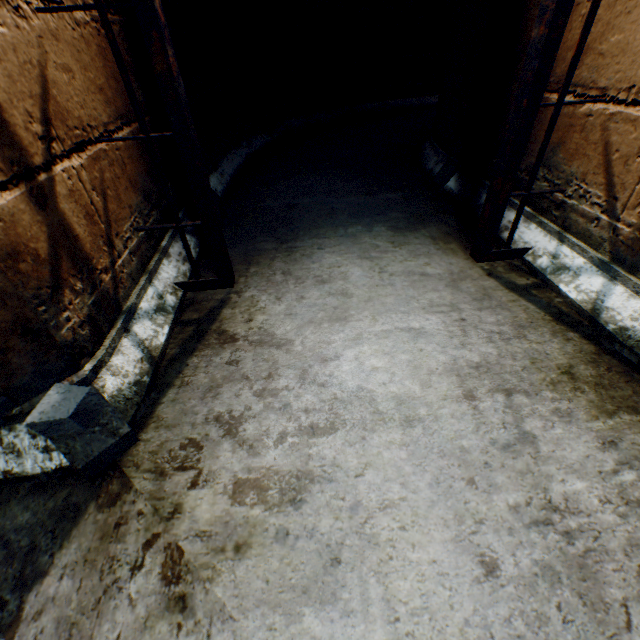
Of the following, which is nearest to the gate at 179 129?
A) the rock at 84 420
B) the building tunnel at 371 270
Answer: the building tunnel at 371 270

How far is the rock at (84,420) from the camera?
0.72m

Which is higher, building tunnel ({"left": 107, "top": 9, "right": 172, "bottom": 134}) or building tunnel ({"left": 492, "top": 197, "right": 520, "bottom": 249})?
building tunnel ({"left": 107, "top": 9, "right": 172, "bottom": 134})

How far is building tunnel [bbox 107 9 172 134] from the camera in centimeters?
127cm

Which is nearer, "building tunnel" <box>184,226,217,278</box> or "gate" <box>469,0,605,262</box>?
"gate" <box>469,0,605,262</box>

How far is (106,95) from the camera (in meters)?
1.11

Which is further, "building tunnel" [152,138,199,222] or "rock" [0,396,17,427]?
"building tunnel" [152,138,199,222]
